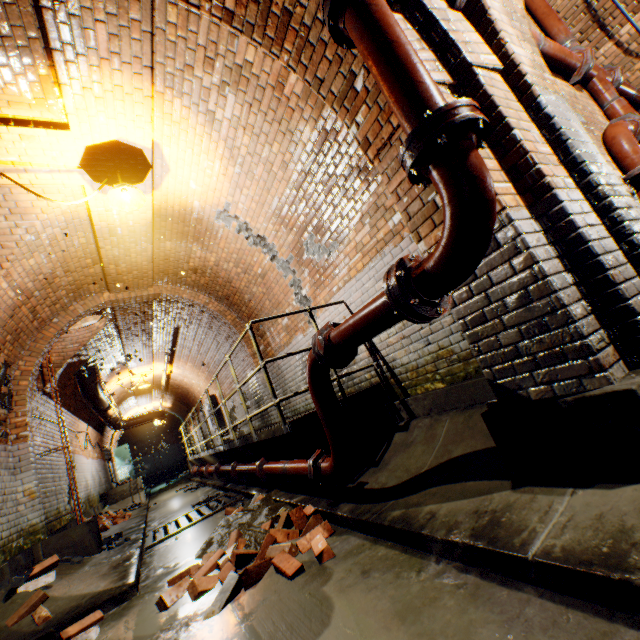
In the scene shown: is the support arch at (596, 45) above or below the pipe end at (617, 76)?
above

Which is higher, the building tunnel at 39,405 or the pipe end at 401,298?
the building tunnel at 39,405

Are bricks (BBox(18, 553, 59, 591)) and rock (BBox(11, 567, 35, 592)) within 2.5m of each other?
yes

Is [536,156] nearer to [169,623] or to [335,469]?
[335,469]

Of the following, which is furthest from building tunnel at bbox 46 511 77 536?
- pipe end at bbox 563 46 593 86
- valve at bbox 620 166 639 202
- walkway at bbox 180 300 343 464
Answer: pipe end at bbox 563 46 593 86

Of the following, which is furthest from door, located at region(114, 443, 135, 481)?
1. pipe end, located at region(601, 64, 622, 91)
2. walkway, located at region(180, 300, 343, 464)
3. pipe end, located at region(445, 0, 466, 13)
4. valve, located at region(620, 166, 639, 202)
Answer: pipe end, located at region(601, 64, 622, 91)

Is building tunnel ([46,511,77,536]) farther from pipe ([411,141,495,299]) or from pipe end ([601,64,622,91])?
pipe end ([601,64,622,91])

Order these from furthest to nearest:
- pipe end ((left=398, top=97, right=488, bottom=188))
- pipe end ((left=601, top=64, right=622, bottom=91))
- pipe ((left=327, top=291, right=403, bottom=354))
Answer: pipe end ((left=601, top=64, right=622, bottom=91)) < pipe ((left=327, top=291, right=403, bottom=354)) < pipe end ((left=398, top=97, right=488, bottom=188))
